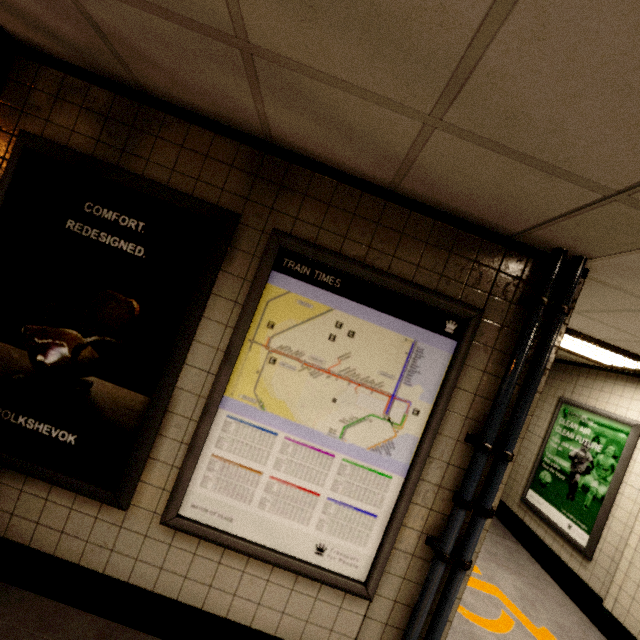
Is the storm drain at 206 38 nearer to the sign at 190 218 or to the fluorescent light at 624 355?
the sign at 190 218

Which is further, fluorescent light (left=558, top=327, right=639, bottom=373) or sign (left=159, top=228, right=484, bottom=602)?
fluorescent light (left=558, top=327, right=639, bottom=373)

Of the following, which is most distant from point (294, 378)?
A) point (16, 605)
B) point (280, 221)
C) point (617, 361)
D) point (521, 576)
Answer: point (521, 576)

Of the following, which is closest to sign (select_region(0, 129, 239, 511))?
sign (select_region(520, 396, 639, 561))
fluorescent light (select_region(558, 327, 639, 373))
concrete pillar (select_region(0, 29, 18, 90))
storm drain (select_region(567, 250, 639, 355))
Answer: concrete pillar (select_region(0, 29, 18, 90))

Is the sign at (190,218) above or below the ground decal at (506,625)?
above

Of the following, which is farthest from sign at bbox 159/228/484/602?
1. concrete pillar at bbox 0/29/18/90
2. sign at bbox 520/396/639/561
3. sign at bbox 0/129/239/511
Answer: sign at bbox 520/396/639/561

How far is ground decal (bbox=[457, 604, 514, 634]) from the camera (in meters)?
3.04

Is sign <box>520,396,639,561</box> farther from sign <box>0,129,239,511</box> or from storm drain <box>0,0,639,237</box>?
sign <box>0,129,239,511</box>
